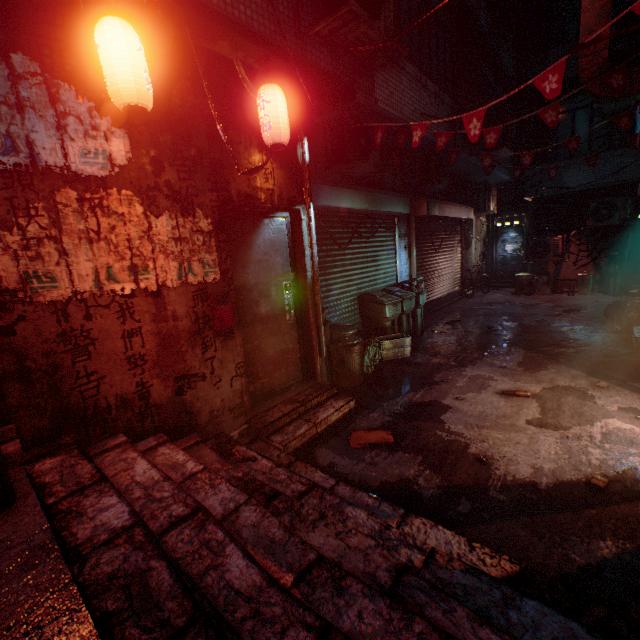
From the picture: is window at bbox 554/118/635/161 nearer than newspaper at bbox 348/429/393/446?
No

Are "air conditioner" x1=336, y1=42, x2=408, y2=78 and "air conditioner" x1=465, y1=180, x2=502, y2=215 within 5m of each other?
no

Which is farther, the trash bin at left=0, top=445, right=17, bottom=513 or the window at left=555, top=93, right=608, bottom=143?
the window at left=555, top=93, right=608, bottom=143

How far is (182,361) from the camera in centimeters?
270cm

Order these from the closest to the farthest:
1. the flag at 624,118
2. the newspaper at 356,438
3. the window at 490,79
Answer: the newspaper at 356,438 < the flag at 624,118 < the window at 490,79

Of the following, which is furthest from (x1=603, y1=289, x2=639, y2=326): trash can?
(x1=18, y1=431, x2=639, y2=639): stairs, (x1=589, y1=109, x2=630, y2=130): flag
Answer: (x1=18, y1=431, x2=639, y2=639): stairs

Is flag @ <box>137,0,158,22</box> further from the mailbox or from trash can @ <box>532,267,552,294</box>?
trash can @ <box>532,267,552,294</box>

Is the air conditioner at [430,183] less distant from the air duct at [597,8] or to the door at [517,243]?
the air duct at [597,8]
